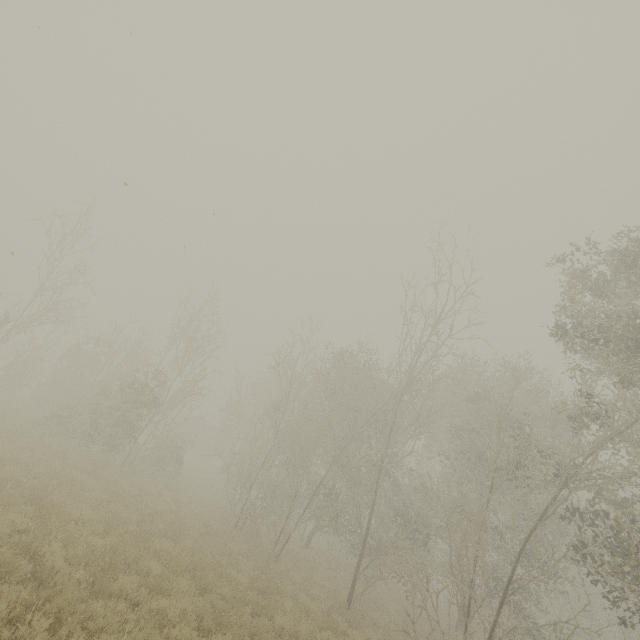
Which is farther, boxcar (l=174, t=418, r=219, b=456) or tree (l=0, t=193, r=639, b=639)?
boxcar (l=174, t=418, r=219, b=456)

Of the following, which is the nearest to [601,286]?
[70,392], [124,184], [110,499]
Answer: [124,184]

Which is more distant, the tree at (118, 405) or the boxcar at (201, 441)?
the boxcar at (201, 441)

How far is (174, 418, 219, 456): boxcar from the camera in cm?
4572

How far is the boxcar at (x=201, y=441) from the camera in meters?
45.7 m
